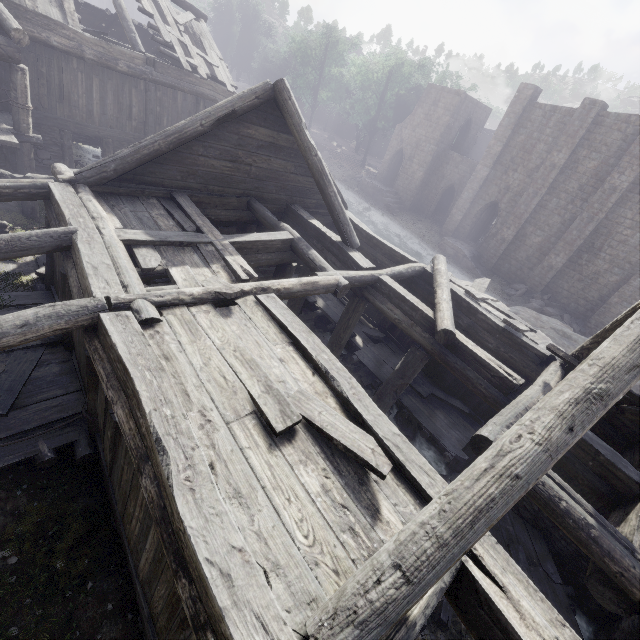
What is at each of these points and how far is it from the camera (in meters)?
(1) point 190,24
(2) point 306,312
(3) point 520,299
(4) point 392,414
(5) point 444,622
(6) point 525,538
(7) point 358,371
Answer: (1) wooden plank rubble, 16.14
(2) rubble, 14.29
(3) rubble, 25.23
(4) rubble, 12.19
(5) broken furniture, 6.95
(6) wooden plank rubble, 9.21
(7) rubble, 12.84

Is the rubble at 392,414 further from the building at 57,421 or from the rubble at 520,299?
the rubble at 520,299

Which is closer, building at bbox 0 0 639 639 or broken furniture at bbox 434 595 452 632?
building at bbox 0 0 639 639

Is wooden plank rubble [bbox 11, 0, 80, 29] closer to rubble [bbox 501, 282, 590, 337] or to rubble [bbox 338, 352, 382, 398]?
rubble [bbox 338, 352, 382, 398]

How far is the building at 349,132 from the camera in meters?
55.5

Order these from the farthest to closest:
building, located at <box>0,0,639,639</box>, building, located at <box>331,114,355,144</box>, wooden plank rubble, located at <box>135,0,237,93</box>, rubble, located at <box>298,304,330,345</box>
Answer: building, located at <box>331,114,355,144</box>, wooden plank rubble, located at <box>135,0,237,93</box>, rubble, located at <box>298,304,330,345</box>, building, located at <box>0,0,639,639</box>

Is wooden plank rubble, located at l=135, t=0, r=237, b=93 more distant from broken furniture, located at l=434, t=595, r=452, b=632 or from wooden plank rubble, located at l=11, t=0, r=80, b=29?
broken furniture, located at l=434, t=595, r=452, b=632

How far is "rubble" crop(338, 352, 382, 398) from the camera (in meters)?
12.23
